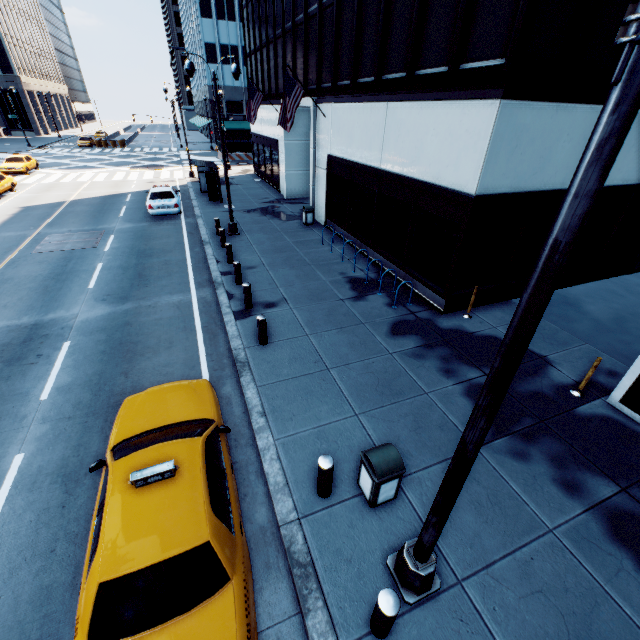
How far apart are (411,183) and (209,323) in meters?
8.2 m

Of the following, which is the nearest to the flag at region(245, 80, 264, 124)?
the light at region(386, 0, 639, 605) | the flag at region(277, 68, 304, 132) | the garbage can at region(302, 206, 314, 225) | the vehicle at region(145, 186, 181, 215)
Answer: the vehicle at region(145, 186, 181, 215)

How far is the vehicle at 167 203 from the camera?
19.0m

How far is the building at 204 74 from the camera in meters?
53.3

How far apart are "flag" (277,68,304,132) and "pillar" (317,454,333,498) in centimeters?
1557cm

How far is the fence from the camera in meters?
42.5 m

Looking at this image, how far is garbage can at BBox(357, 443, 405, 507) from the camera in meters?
5.0

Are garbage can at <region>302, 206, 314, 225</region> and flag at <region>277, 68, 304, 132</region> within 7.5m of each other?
yes
